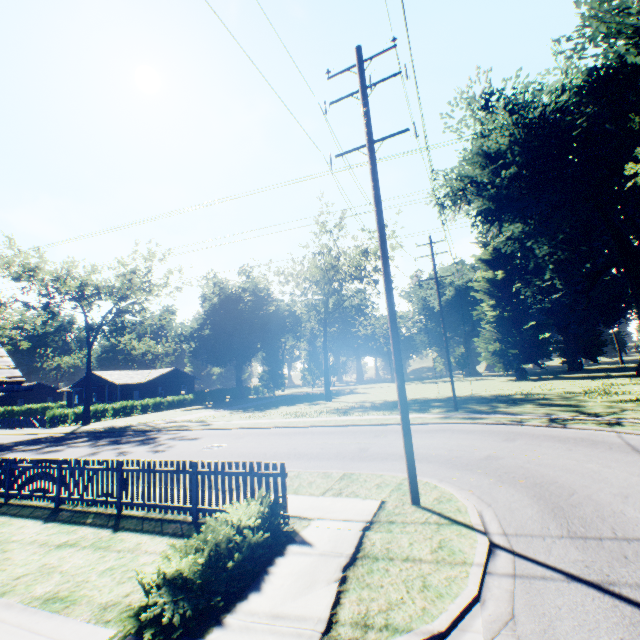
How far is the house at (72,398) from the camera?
49.78m

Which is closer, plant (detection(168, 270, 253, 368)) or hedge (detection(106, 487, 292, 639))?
hedge (detection(106, 487, 292, 639))

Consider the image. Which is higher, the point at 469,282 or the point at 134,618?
the point at 469,282

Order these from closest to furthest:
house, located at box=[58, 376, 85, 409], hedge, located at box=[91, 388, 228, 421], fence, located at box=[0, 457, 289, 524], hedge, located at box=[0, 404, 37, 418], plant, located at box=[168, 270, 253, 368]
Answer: fence, located at box=[0, 457, 289, 524] < hedge, located at box=[91, 388, 228, 421] < house, located at box=[58, 376, 85, 409] < plant, located at box=[168, 270, 253, 368] < hedge, located at box=[0, 404, 37, 418]

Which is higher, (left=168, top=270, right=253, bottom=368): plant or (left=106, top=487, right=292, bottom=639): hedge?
(left=168, top=270, right=253, bottom=368): plant

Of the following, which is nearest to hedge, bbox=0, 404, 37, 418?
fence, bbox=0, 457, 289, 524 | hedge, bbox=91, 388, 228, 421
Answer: hedge, bbox=91, 388, 228, 421

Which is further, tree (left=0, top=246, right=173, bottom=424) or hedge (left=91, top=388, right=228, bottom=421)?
hedge (left=91, top=388, right=228, bottom=421)

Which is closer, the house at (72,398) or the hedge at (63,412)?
the hedge at (63,412)
